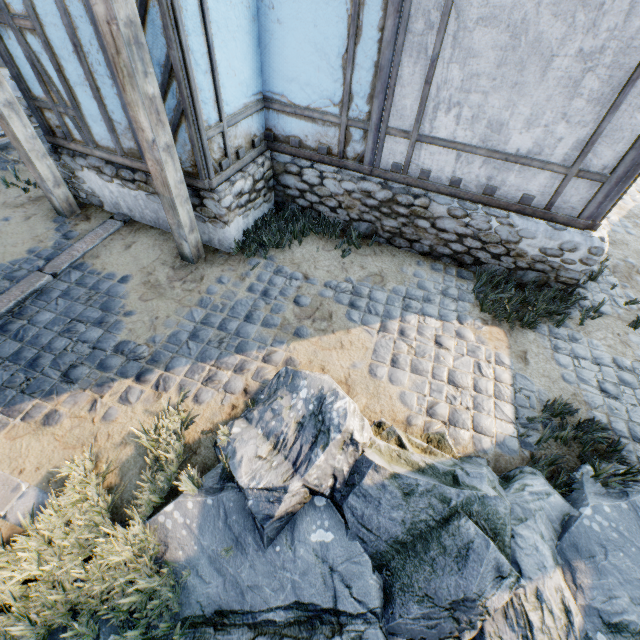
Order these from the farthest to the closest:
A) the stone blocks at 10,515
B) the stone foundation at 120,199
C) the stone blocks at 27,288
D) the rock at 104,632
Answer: the stone foundation at 120,199
the stone blocks at 27,288
the stone blocks at 10,515
the rock at 104,632

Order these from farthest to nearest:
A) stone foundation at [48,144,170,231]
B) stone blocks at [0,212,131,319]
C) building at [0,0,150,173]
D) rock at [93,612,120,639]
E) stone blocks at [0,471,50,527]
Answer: stone foundation at [48,144,170,231]
stone blocks at [0,212,131,319]
building at [0,0,150,173]
stone blocks at [0,471,50,527]
rock at [93,612,120,639]

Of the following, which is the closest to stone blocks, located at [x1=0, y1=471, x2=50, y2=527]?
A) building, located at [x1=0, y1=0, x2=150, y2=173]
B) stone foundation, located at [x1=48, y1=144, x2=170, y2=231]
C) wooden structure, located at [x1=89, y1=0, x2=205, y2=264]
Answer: stone foundation, located at [x1=48, y1=144, x2=170, y2=231]

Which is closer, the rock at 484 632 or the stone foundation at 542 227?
the rock at 484 632

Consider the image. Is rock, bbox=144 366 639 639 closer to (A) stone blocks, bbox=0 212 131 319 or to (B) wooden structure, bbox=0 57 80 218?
(A) stone blocks, bbox=0 212 131 319

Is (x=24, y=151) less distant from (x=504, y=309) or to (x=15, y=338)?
(x=15, y=338)

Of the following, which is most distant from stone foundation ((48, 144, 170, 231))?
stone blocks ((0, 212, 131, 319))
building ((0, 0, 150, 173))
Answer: stone blocks ((0, 212, 131, 319))
